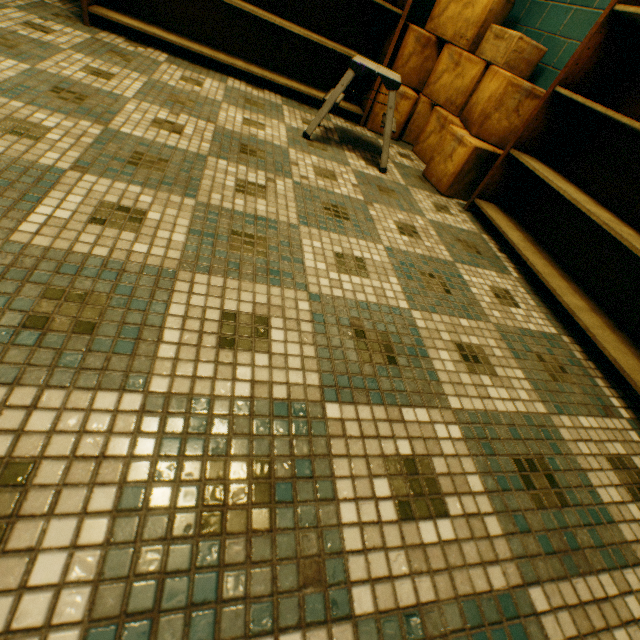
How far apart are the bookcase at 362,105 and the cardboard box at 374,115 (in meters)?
0.05

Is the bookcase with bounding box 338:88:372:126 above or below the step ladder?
below

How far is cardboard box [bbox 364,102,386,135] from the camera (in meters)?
2.58

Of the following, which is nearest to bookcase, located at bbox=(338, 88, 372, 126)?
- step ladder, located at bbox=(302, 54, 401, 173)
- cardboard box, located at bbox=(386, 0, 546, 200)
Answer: cardboard box, located at bbox=(386, 0, 546, 200)

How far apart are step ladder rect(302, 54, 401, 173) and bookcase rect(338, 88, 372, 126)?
0.8m

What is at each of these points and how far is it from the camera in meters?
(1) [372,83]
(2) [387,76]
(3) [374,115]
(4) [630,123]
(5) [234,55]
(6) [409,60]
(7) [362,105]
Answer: (1) bookcase, 2.5
(2) step ladder, 1.8
(3) cardboard box, 2.6
(4) bookcase, 1.3
(5) bookcase, 2.5
(6) cardboard box, 2.5
(7) bookcase, 2.7

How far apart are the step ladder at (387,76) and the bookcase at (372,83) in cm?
76
